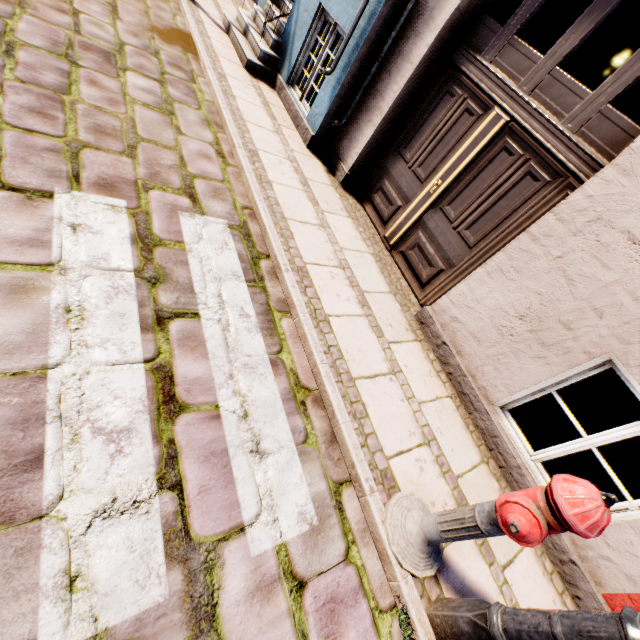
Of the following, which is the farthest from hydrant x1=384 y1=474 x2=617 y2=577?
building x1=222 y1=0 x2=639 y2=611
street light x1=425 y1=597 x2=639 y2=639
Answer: building x1=222 y1=0 x2=639 y2=611

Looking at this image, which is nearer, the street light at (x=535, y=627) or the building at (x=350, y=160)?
the street light at (x=535, y=627)

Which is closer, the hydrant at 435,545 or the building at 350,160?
the hydrant at 435,545

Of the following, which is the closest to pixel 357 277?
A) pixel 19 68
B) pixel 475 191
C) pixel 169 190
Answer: pixel 475 191

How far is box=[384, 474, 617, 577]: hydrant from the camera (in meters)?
1.39

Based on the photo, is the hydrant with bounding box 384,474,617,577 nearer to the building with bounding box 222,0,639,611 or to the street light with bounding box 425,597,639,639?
the street light with bounding box 425,597,639,639
